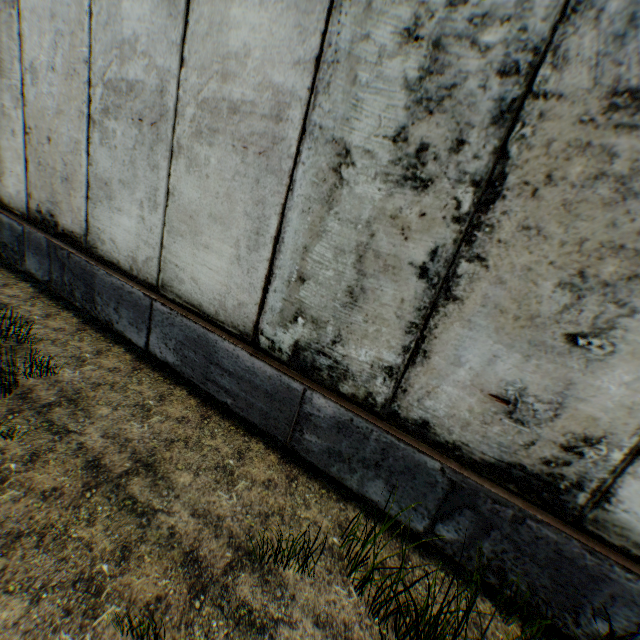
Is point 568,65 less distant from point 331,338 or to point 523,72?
point 523,72
